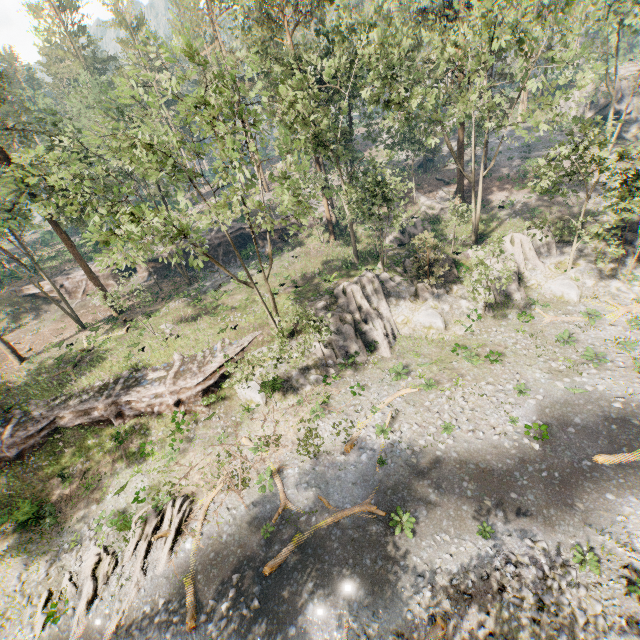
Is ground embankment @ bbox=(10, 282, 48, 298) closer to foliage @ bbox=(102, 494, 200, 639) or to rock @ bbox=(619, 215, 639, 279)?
foliage @ bbox=(102, 494, 200, 639)

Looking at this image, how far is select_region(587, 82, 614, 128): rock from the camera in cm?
4360

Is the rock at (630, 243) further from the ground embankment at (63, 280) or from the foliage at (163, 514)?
the ground embankment at (63, 280)

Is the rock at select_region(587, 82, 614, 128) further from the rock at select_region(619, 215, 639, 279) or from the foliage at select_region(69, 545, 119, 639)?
the rock at select_region(619, 215, 639, 279)

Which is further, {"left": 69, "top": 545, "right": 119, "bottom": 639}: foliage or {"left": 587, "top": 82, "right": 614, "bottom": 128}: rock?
{"left": 587, "top": 82, "right": 614, "bottom": 128}: rock

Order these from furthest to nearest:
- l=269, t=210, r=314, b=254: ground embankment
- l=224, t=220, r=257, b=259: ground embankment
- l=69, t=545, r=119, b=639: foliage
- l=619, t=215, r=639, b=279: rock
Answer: l=269, t=210, r=314, b=254: ground embankment
l=224, t=220, r=257, b=259: ground embankment
l=619, t=215, r=639, b=279: rock
l=69, t=545, r=119, b=639: foliage

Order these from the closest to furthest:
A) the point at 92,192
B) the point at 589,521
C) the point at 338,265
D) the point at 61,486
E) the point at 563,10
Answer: the point at 589,521 < the point at 563,10 < the point at 61,486 < the point at 338,265 < the point at 92,192

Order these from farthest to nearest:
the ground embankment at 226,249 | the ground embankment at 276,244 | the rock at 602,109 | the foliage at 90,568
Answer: the rock at 602,109 < the ground embankment at 226,249 < the ground embankment at 276,244 < the foliage at 90,568
